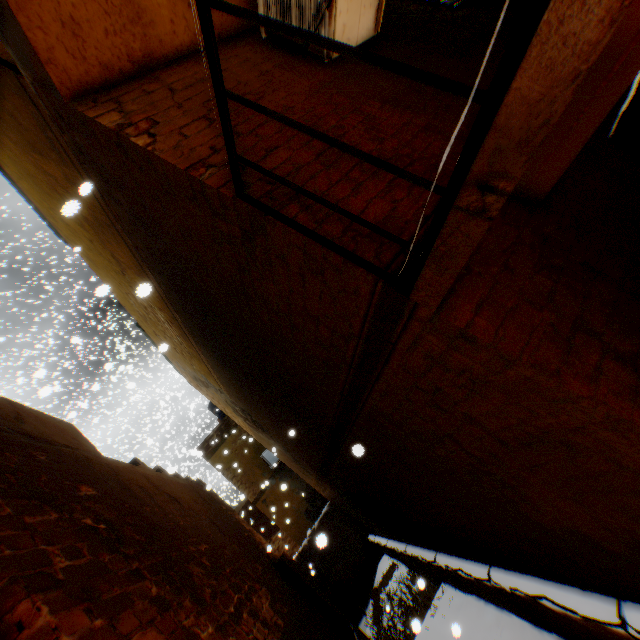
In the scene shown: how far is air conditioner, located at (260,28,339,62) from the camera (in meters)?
2.88

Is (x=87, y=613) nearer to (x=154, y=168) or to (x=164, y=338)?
(x=154, y=168)

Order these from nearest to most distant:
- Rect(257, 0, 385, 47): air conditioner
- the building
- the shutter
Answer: the building → Rect(257, 0, 385, 47): air conditioner → the shutter

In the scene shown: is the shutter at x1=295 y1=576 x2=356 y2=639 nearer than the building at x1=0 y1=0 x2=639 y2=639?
No

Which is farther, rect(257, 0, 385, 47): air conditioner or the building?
rect(257, 0, 385, 47): air conditioner

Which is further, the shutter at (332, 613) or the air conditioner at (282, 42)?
the shutter at (332, 613)

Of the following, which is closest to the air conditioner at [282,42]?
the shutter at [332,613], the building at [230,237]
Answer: the building at [230,237]

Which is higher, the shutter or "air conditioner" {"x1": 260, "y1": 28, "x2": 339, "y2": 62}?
"air conditioner" {"x1": 260, "y1": 28, "x2": 339, "y2": 62}
